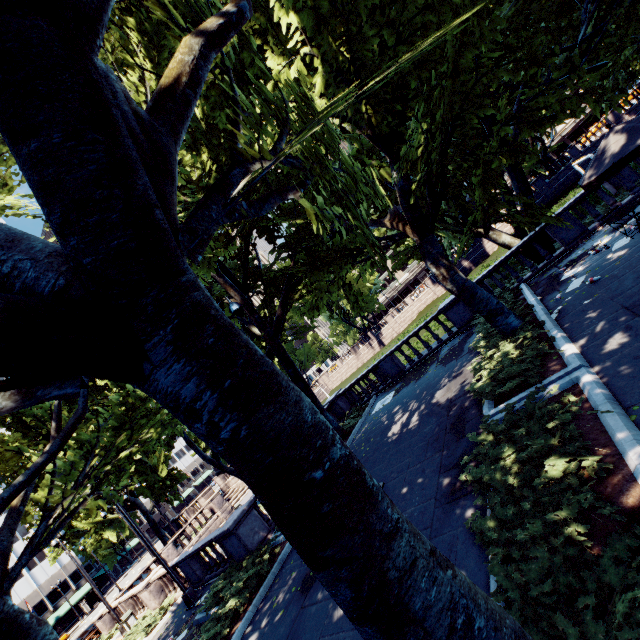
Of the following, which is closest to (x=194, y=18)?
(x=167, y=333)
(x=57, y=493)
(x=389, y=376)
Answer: (x=167, y=333)

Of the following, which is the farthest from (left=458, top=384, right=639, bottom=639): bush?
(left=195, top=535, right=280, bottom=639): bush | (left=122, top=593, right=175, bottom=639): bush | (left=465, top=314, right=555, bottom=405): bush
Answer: (left=122, top=593, right=175, bottom=639): bush

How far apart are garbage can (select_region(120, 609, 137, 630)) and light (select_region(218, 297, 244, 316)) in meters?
18.8

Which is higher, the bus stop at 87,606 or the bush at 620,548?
the bus stop at 87,606

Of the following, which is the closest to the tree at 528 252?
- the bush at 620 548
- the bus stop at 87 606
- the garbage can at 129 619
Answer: the bush at 620 548

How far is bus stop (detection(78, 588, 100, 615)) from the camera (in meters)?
51.72

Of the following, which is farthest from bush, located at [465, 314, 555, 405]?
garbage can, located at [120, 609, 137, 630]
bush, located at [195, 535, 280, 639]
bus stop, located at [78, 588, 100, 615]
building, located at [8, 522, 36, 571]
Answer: building, located at [8, 522, 36, 571]

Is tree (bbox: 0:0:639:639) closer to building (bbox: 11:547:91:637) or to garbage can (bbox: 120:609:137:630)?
building (bbox: 11:547:91:637)
